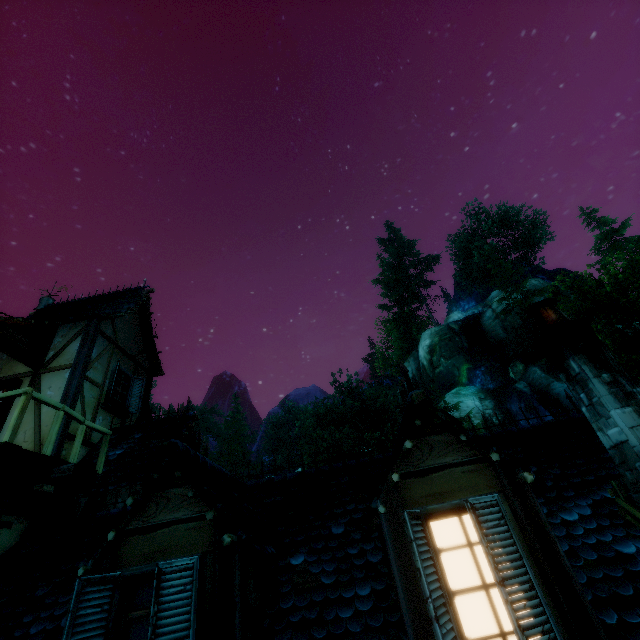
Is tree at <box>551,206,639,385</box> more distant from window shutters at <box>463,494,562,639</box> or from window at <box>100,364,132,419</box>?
window shutters at <box>463,494,562,639</box>

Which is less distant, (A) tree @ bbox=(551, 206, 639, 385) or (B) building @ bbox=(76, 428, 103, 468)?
(B) building @ bbox=(76, 428, 103, 468)

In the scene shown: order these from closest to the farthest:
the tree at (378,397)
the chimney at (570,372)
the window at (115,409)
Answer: the chimney at (570,372) < the window at (115,409) < the tree at (378,397)

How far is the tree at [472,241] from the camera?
37.8 meters

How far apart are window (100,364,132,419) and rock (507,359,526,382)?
35.2m

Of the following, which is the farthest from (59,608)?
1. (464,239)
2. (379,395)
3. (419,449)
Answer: (464,239)

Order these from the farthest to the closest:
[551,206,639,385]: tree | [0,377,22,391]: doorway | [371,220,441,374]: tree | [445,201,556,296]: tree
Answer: [371,220,441,374]: tree < [445,201,556,296]: tree < [551,206,639,385]: tree < [0,377,22,391]: doorway

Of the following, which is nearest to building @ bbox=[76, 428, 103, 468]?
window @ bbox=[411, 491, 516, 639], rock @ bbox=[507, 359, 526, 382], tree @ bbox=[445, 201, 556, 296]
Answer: window @ bbox=[411, 491, 516, 639]
